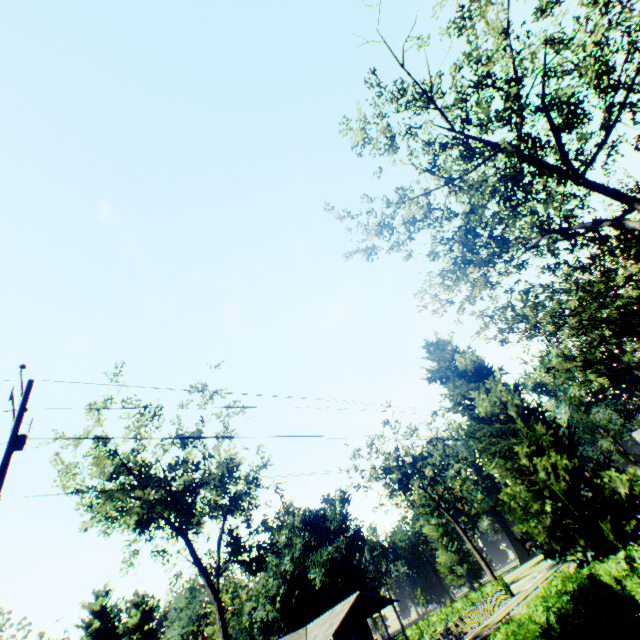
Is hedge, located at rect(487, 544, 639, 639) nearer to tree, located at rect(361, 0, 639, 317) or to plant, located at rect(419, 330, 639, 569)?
plant, located at rect(419, 330, 639, 569)

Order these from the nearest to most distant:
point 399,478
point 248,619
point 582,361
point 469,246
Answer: point 469,246 → point 582,361 → point 399,478 → point 248,619

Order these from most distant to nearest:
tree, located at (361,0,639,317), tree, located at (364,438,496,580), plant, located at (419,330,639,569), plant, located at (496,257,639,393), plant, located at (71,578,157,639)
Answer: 1. plant, located at (71,578,157,639)
2. tree, located at (364,438,496,580)
3. plant, located at (496,257,639,393)
4. plant, located at (419,330,639,569)
5. tree, located at (361,0,639,317)

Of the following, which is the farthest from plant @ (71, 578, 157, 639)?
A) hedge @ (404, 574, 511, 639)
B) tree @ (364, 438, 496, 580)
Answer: hedge @ (404, 574, 511, 639)

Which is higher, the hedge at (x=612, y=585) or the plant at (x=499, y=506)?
the plant at (x=499, y=506)

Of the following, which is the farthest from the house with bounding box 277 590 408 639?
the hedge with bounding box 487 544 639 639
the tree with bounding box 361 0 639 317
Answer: the tree with bounding box 361 0 639 317

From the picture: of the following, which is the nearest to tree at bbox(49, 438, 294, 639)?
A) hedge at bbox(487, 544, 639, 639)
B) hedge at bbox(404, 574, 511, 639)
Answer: hedge at bbox(487, 544, 639, 639)

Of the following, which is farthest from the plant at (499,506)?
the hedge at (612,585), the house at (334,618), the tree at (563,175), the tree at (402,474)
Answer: the house at (334,618)
